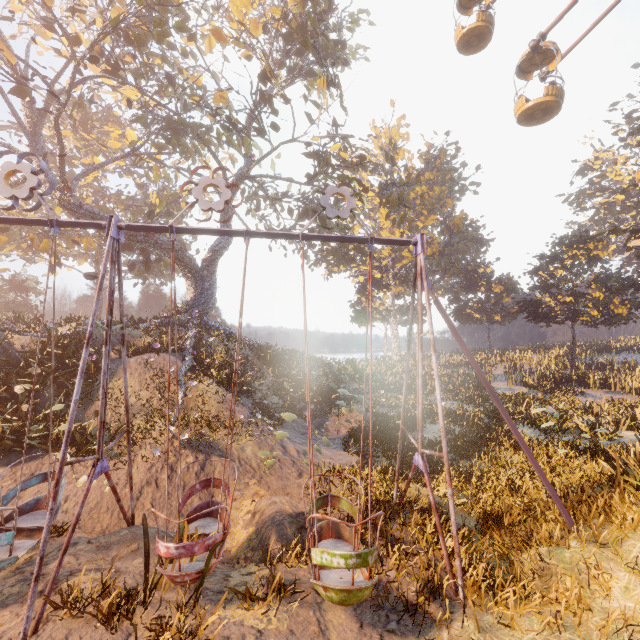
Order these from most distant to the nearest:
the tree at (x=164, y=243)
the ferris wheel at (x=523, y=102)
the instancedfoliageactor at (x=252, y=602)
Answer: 1. the tree at (x=164, y=243)
2. the ferris wheel at (x=523, y=102)
3. the instancedfoliageactor at (x=252, y=602)

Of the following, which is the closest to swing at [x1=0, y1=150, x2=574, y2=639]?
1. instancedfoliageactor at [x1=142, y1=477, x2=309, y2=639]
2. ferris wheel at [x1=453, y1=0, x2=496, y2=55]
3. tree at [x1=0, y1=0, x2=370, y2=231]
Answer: instancedfoliageactor at [x1=142, y1=477, x2=309, y2=639]

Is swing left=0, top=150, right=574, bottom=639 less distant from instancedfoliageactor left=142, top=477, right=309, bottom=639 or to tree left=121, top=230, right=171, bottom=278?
instancedfoliageactor left=142, top=477, right=309, bottom=639

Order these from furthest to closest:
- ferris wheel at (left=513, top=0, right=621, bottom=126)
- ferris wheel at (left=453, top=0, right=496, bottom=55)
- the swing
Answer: ferris wheel at (left=453, top=0, right=496, bottom=55), ferris wheel at (left=513, top=0, right=621, bottom=126), the swing

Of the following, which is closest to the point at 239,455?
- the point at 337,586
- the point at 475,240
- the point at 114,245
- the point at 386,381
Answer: the point at 337,586

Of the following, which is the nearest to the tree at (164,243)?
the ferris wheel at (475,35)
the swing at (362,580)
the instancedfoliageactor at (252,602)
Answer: the ferris wheel at (475,35)

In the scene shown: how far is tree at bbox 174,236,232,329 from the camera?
20.3m
